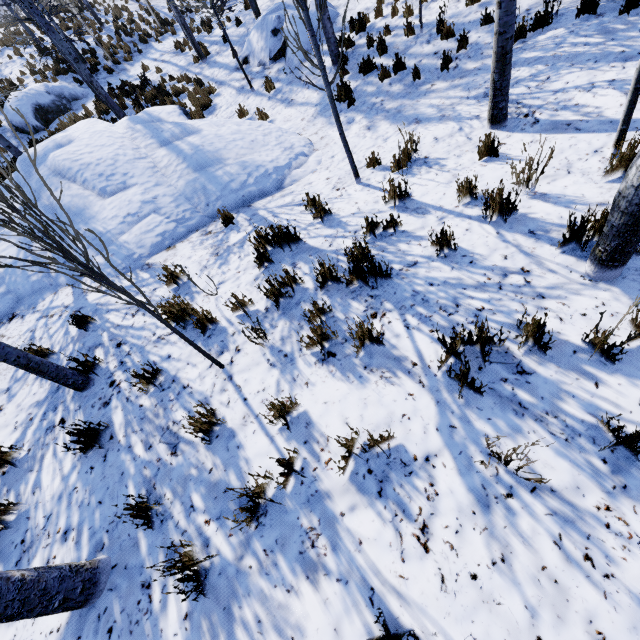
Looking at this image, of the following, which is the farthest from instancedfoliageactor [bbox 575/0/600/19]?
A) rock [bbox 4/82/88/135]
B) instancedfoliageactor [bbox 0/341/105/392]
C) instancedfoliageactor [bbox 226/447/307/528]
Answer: instancedfoliageactor [bbox 0/341/105/392]

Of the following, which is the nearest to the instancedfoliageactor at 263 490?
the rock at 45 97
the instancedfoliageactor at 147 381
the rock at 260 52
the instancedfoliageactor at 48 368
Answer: the instancedfoliageactor at 147 381

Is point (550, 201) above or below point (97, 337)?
below

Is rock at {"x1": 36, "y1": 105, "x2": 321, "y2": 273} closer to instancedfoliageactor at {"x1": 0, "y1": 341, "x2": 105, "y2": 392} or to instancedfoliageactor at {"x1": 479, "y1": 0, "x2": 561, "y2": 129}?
instancedfoliageactor at {"x1": 479, "y1": 0, "x2": 561, "y2": 129}

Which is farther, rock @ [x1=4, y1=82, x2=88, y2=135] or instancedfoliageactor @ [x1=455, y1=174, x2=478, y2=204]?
rock @ [x1=4, y1=82, x2=88, y2=135]

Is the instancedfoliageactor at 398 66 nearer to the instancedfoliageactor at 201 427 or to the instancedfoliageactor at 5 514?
the instancedfoliageactor at 201 427

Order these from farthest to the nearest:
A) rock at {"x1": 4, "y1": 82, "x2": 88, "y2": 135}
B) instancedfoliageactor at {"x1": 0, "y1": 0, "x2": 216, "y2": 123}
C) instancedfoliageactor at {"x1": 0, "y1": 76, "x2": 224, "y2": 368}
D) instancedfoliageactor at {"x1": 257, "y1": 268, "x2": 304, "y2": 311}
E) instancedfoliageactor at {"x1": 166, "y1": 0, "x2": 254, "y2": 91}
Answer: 1. rock at {"x1": 4, "y1": 82, "x2": 88, "y2": 135}
2. instancedfoliageactor at {"x1": 0, "y1": 0, "x2": 216, "y2": 123}
3. instancedfoliageactor at {"x1": 166, "y1": 0, "x2": 254, "y2": 91}
4. instancedfoliageactor at {"x1": 257, "y1": 268, "x2": 304, "y2": 311}
5. instancedfoliageactor at {"x1": 0, "y1": 76, "x2": 224, "y2": 368}

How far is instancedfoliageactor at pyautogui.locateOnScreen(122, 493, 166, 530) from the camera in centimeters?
239cm
